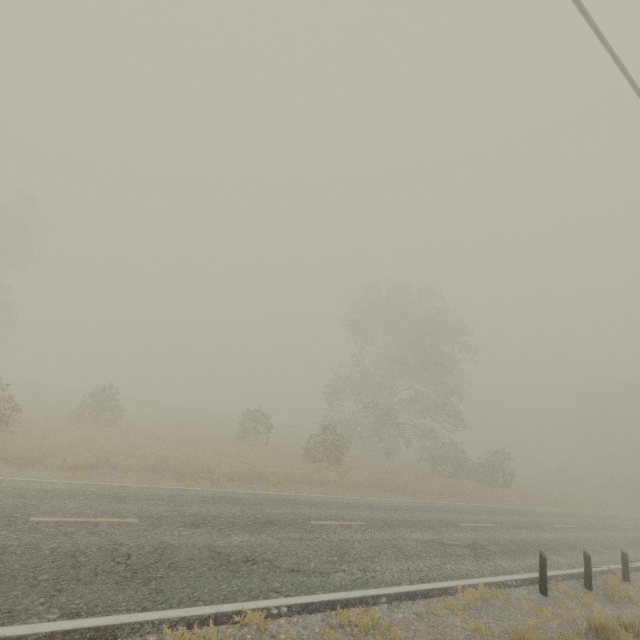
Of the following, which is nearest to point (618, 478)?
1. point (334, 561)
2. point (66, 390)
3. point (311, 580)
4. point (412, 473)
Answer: point (412, 473)

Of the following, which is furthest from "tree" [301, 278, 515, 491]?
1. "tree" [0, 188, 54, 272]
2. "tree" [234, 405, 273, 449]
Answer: "tree" [0, 188, 54, 272]

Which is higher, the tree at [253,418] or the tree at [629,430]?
the tree at [629,430]

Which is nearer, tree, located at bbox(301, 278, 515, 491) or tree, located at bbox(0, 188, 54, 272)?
tree, located at bbox(301, 278, 515, 491)

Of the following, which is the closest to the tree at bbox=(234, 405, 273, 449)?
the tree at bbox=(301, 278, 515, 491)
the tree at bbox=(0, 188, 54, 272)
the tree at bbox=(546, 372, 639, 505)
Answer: the tree at bbox=(301, 278, 515, 491)

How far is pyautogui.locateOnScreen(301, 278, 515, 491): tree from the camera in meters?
27.0

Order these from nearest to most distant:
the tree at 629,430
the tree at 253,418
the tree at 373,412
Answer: the tree at 253,418, the tree at 373,412, the tree at 629,430

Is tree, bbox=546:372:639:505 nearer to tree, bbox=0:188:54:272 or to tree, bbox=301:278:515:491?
tree, bbox=301:278:515:491
